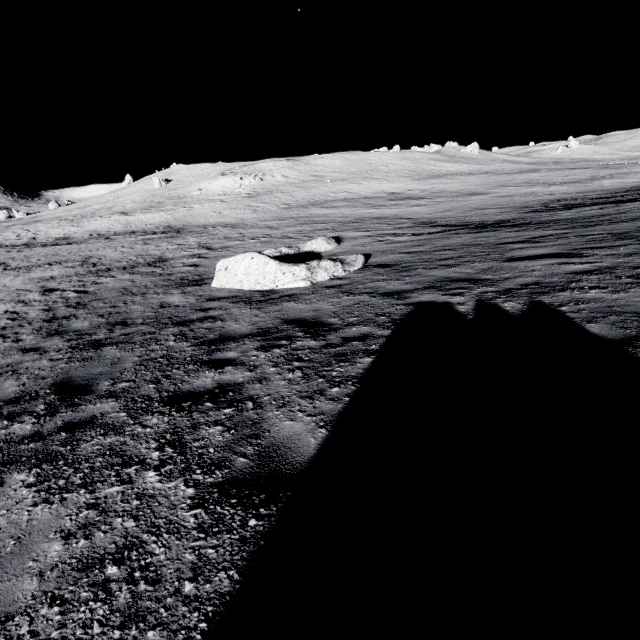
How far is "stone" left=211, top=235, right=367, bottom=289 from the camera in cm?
1031

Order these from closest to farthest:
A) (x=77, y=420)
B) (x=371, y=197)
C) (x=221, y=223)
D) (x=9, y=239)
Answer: (x=77, y=420), (x=221, y=223), (x=9, y=239), (x=371, y=197)

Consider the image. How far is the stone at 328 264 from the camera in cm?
1031
